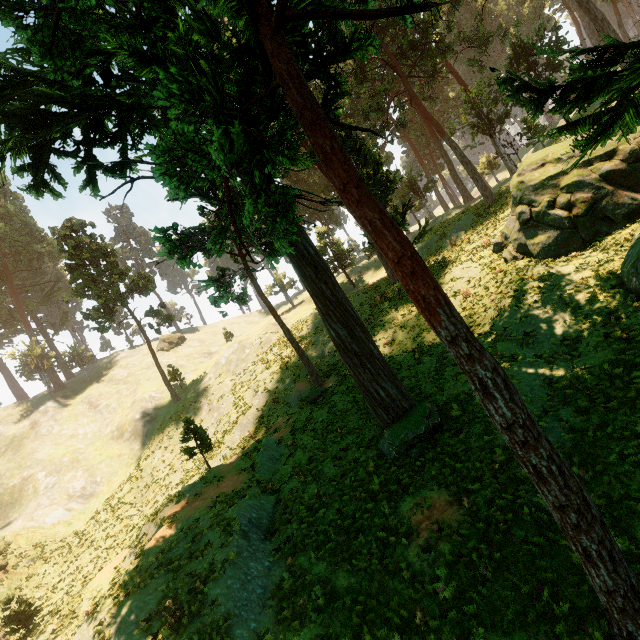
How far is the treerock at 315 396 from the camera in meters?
21.5

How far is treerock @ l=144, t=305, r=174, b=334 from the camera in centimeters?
3850cm

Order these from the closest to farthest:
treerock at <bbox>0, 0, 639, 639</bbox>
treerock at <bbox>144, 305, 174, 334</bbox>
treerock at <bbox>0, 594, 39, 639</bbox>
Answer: treerock at <bbox>0, 0, 639, 639</bbox> → treerock at <bbox>0, 594, 39, 639</bbox> → treerock at <bbox>144, 305, 174, 334</bbox>

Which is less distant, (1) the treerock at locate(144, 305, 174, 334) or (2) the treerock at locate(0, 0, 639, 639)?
(2) the treerock at locate(0, 0, 639, 639)

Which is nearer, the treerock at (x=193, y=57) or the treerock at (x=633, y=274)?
the treerock at (x=193, y=57)

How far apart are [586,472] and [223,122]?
13.90m
